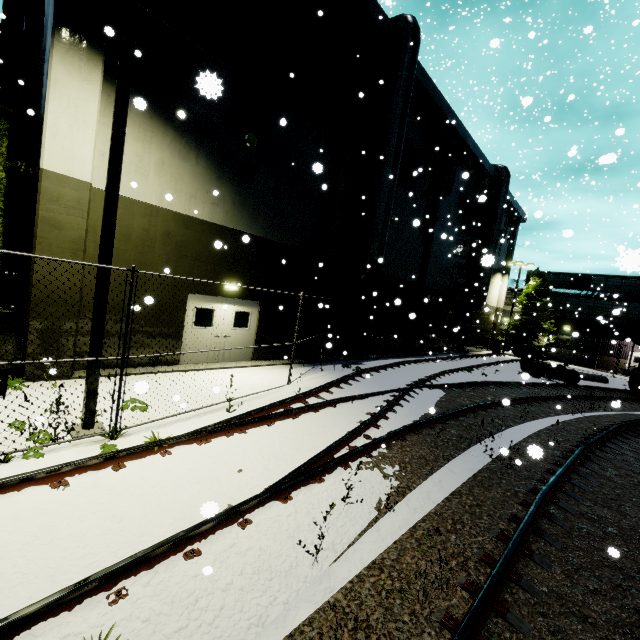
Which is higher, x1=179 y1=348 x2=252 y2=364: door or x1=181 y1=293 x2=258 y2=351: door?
x1=181 y1=293 x2=258 y2=351: door

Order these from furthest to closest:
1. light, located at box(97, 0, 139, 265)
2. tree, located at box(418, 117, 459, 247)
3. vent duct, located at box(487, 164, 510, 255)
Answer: vent duct, located at box(487, 164, 510, 255) < tree, located at box(418, 117, 459, 247) < light, located at box(97, 0, 139, 265)

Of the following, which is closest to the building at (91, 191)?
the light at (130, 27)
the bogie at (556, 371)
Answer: the light at (130, 27)

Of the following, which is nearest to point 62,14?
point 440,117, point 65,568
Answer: point 65,568

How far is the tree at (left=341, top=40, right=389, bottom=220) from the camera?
14.2m

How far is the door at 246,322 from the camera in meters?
11.1 m

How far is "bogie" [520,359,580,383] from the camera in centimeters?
2078cm

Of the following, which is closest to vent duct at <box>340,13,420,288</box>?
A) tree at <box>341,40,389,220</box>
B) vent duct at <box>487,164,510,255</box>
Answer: tree at <box>341,40,389,220</box>
